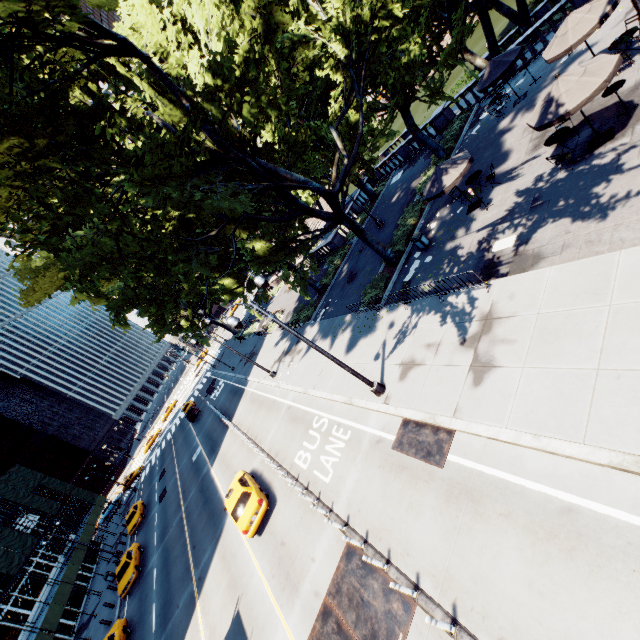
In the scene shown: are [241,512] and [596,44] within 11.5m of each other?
no

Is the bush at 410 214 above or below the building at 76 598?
below

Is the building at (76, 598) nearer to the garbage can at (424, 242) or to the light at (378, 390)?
the light at (378, 390)

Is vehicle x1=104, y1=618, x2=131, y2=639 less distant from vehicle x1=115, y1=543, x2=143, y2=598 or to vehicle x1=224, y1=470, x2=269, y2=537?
vehicle x1=115, y1=543, x2=143, y2=598

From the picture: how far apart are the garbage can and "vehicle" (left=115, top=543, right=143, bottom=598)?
32.4 meters

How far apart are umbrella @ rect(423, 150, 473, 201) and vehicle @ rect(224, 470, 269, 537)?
17.00m

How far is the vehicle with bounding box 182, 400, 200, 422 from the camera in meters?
42.7

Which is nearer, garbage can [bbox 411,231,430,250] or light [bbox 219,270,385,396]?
light [bbox 219,270,385,396]
